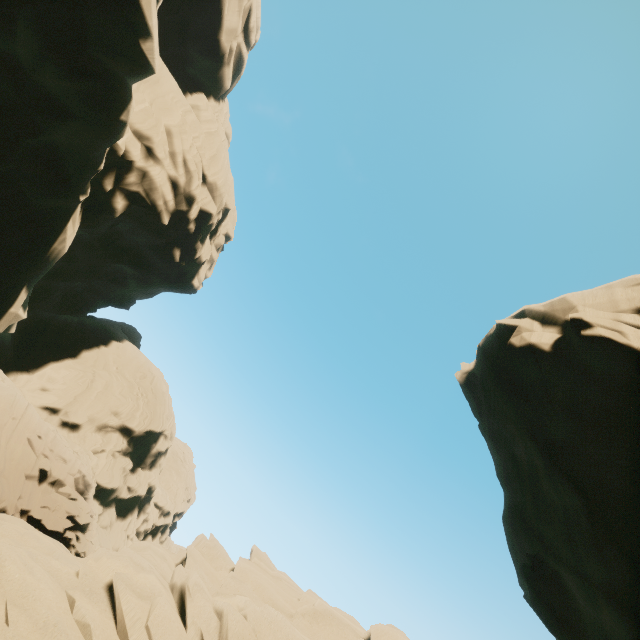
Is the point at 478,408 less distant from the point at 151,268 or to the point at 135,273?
the point at 151,268

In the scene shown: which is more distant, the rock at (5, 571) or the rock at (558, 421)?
the rock at (558, 421)

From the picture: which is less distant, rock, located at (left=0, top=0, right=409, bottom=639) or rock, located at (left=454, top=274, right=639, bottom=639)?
rock, located at (left=0, top=0, right=409, bottom=639)
